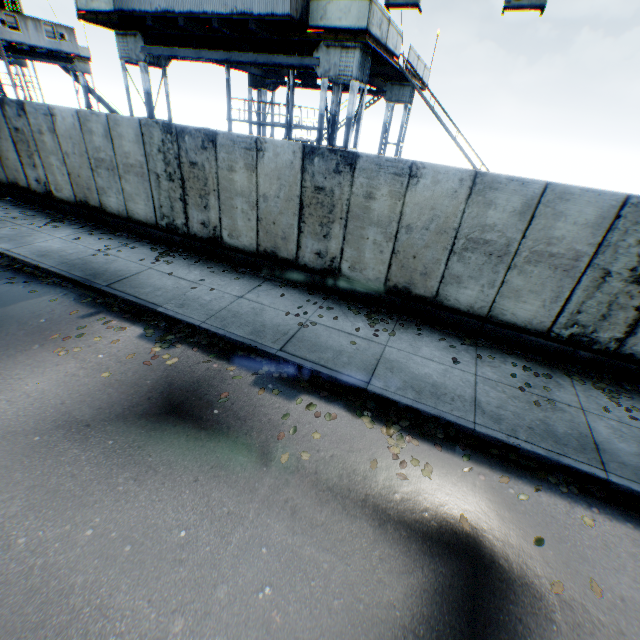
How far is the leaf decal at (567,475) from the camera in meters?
4.7 m

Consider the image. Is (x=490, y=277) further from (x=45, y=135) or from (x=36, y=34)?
(x=36, y=34)

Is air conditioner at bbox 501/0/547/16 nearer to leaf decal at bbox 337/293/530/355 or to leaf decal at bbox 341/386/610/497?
leaf decal at bbox 337/293/530/355

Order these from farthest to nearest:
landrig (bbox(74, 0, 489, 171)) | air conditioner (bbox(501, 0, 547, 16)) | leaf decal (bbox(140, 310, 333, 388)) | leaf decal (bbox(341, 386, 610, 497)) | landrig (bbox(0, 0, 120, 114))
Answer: landrig (bbox(0, 0, 120, 114)) < landrig (bbox(74, 0, 489, 171)) < air conditioner (bbox(501, 0, 547, 16)) < leaf decal (bbox(140, 310, 333, 388)) < leaf decal (bbox(341, 386, 610, 497))

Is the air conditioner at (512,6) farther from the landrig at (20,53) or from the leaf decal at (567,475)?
the landrig at (20,53)

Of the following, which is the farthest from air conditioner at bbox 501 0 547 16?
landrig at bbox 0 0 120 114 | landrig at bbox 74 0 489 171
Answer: landrig at bbox 0 0 120 114

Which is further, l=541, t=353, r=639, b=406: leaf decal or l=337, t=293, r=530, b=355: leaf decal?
l=337, t=293, r=530, b=355: leaf decal

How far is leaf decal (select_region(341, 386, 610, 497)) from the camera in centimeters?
475cm
